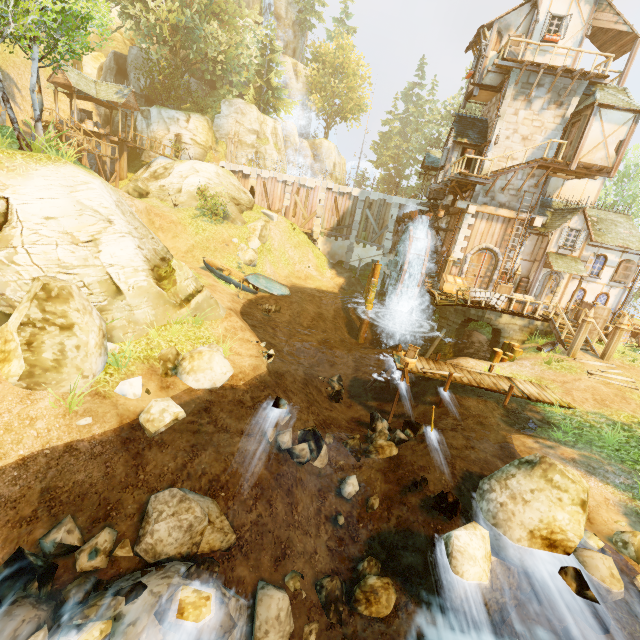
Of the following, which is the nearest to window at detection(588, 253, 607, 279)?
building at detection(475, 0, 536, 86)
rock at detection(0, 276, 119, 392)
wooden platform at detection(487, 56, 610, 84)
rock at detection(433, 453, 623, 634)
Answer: building at detection(475, 0, 536, 86)

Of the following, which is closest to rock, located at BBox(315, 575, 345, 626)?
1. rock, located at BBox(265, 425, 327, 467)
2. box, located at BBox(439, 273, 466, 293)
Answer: rock, located at BBox(265, 425, 327, 467)

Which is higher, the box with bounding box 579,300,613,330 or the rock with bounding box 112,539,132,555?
the box with bounding box 579,300,613,330

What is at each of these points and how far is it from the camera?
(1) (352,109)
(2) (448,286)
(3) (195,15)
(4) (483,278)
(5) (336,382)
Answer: (1) tree, 49.94m
(2) box, 20.66m
(3) tree, 27.75m
(4) door, 21.58m
(5) rock, 15.49m

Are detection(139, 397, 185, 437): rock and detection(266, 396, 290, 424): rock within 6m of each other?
yes

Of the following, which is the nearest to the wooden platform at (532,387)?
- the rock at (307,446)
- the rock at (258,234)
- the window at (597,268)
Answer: the rock at (307,446)

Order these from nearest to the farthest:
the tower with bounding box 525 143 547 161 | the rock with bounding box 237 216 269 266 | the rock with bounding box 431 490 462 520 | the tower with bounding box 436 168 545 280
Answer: the rock with bounding box 431 490 462 520 < the tower with bounding box 525 143 547 161 < the tower with bounding box 436 168 545 280 < the rock with bounding box 237 216 269 266

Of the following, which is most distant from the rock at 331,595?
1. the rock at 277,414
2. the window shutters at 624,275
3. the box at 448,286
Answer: the window shutters at 624,275
